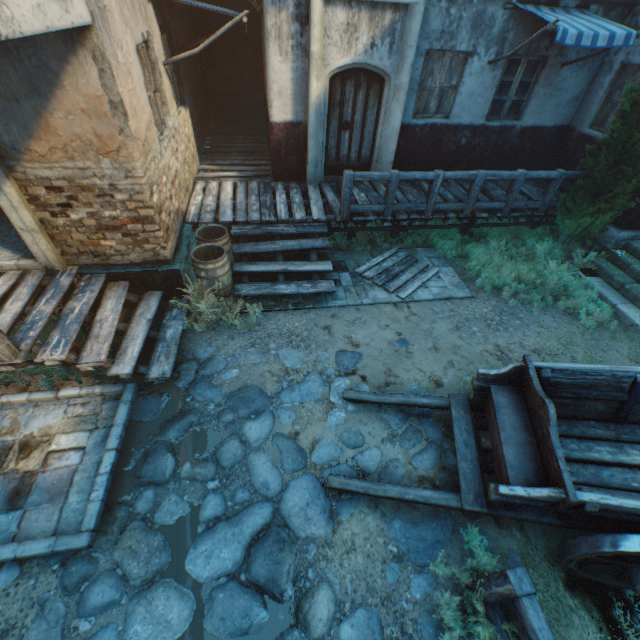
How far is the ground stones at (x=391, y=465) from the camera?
4.2 meters

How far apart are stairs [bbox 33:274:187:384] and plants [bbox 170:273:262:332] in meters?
0.2

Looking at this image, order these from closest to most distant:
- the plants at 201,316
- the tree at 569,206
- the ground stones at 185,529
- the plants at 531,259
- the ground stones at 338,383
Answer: the ground stones at 185,529, the ground stones at 338,383, the plants at 201,316, the tree at 569,206, the plants at 531,259

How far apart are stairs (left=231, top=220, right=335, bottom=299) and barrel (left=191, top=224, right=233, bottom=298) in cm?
5

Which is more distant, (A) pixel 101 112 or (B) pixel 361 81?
(B) pixel 361 81

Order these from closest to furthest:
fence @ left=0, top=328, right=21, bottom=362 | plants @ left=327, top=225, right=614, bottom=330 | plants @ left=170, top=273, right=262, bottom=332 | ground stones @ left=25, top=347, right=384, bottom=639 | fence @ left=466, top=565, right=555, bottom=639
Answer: fence @ left=466, top=565, right=555, bottom=639 → ground stones @ left=25, top=347, right=384, bottom=639 → fence @ left=0, top=328, right=21, bottom=362 → plants @ left=170, top=273, right=262, bottom=332 → plants @ left=327, top=225, right=614, bottom=330

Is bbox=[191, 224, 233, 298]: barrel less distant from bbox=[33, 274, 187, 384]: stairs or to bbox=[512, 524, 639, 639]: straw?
bbox=[33, 274, 187, 384]: stairs

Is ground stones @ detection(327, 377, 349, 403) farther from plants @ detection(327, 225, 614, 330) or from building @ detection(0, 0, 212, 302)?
plants @ detection(327, 225, 614, 330)
